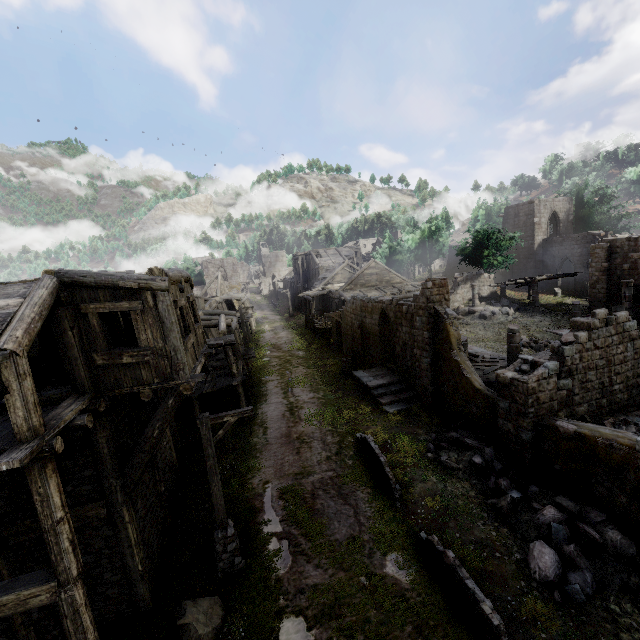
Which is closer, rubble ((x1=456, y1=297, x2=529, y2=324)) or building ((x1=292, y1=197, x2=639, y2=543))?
building ((x1=292, y1=197, x2=639, y2=543))

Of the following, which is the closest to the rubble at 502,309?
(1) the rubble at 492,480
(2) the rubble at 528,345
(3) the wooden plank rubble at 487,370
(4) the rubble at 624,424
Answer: (2) the rubble at 528,345

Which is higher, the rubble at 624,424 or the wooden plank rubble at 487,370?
the wooden plank rubble at 487,370

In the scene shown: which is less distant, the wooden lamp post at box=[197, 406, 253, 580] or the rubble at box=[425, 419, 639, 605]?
the rubble at box=[425, 419, 639, 605]

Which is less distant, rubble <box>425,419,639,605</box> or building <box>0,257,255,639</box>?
building <box>0,257,255,639</box>

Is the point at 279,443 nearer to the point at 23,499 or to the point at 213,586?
the point at 213,586

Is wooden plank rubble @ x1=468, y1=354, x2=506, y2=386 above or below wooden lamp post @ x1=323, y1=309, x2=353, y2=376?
above

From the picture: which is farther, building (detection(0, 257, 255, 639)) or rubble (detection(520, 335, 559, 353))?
rubble (detection(520, 335, 559, 353))
